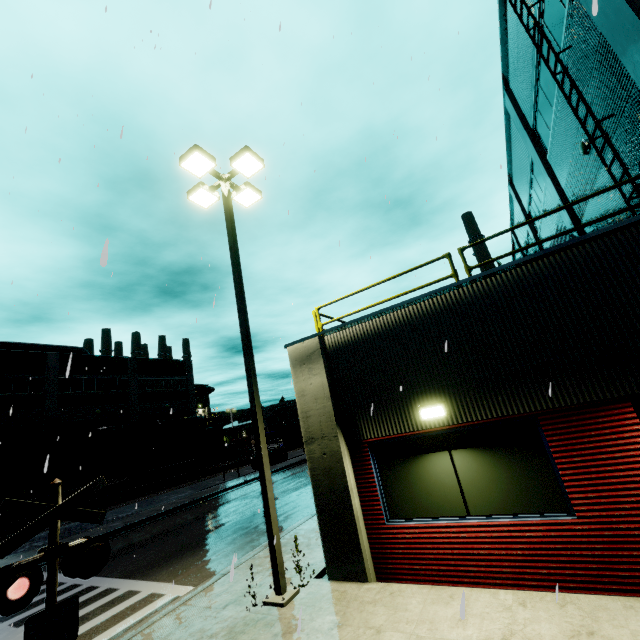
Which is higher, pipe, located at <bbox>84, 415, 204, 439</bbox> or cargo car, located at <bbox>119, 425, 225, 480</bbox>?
pipe, located at <bbox>84, 415, 204, 439</bbox>

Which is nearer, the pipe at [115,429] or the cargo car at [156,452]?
the cargo car at [156,452]

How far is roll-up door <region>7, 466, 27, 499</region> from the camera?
27.2m

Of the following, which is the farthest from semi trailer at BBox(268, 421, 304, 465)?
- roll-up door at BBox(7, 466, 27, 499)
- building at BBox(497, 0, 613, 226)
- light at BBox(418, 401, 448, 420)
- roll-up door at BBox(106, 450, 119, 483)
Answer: light at BBox(418, 401, 448, 420)

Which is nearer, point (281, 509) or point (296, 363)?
point (296, 363)

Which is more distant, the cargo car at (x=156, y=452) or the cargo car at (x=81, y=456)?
the cargo car at (x=156, y=452)

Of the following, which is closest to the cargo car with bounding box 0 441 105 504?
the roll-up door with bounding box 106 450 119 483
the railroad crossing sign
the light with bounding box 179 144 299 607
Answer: the roll-up door with bounding box 106 450 119 483

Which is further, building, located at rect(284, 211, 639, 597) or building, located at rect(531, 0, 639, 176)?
building, located at rect(531, 0, 639, 176)
